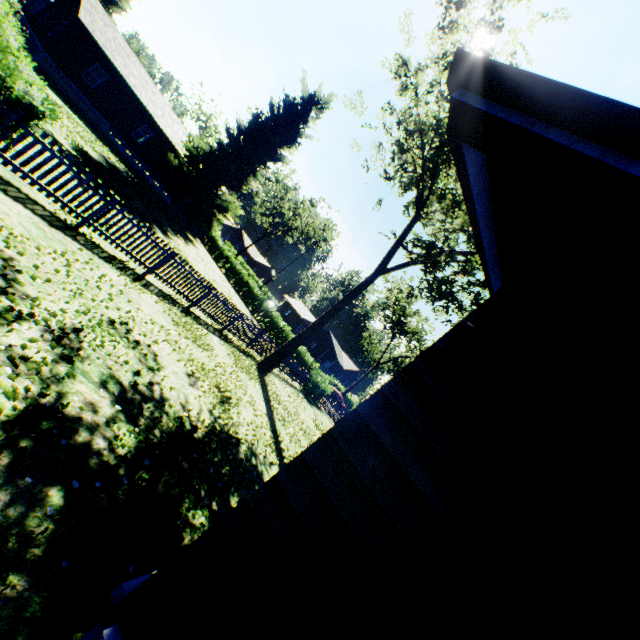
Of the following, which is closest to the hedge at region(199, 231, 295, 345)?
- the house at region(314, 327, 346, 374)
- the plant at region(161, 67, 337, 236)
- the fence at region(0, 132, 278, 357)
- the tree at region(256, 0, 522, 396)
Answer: the fence at region(0, 132, 278, 357)

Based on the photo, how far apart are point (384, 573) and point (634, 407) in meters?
1.7

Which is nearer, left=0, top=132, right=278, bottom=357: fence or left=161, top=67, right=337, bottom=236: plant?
left=0, top=132, right=278, bottom=357: fence

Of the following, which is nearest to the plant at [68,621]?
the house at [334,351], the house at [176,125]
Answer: the house at [176,125]

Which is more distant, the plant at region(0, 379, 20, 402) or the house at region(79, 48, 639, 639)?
the plant at region(0, 379, 20, 402)

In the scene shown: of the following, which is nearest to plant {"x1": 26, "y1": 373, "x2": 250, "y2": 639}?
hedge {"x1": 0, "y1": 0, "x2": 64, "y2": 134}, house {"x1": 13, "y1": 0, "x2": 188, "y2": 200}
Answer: house {"x1": 13, "y1": 0, "x2": 188, "y2": 200}

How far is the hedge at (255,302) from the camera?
32.0m

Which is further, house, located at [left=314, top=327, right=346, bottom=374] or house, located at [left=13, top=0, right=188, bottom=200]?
house, located at [left=314, top=327, right=346, bottom=374]
